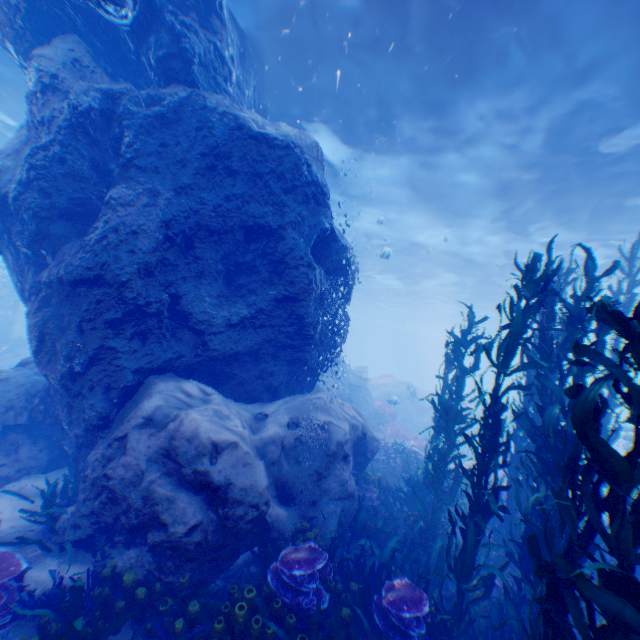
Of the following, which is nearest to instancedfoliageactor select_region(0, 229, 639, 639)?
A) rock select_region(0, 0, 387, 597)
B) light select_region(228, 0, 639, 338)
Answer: rock select_region(0, 0, 387, 597)

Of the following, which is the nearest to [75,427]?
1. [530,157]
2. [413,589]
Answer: [413,589]

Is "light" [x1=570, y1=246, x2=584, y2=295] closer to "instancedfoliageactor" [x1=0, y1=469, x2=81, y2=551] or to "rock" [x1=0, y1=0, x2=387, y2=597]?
"rock" [x1=0, y1=0, x2=387, y2=597]

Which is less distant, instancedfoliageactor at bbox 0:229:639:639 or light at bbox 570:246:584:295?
instancedfoliageactor at bbox 0:229:639:639

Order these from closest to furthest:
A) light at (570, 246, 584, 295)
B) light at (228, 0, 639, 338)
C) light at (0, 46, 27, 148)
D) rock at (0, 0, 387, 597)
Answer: rock at (0, 0, 387, 597)
light at (228, 0, 639, 338)
light at (0, 46, 27, 148)
light at (570, 246, 584, 295)

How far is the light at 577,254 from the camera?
17.6m

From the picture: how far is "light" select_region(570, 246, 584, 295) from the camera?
17.6 meters

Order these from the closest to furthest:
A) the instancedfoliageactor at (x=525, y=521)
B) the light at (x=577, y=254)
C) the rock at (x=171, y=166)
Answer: the instancedfoliageactor at (x=525, y=521), the rock at (x=171, y=166), the light at (x=577, y=254)
